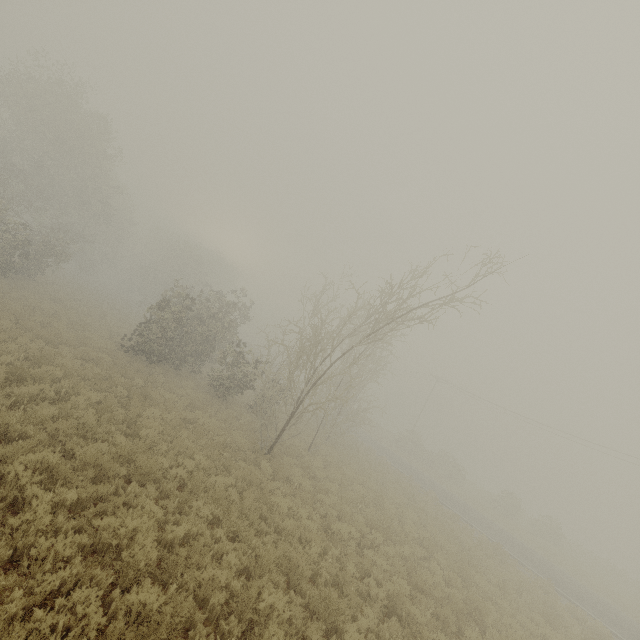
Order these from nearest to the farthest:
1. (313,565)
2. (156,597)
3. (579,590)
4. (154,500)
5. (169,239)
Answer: (156,597) < (154,500) < (313,565) < (579,590) < (169,239)

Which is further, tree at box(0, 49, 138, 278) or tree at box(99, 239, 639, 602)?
tree at box(0, 49, 138, 278)

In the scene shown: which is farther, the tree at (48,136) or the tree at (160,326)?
the tree at (48,136)
